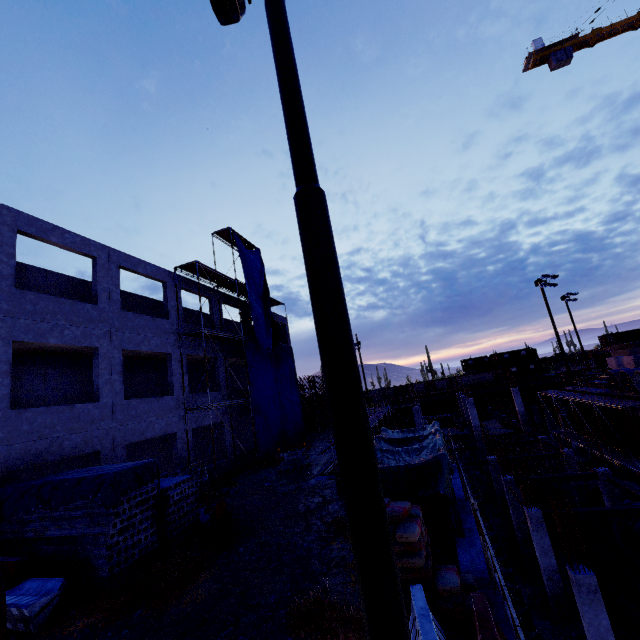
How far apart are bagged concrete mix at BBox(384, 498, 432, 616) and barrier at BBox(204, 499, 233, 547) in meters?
5.4

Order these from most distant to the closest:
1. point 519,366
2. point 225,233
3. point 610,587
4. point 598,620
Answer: point 519,366
point 225,233
point 610,587
point 598,620

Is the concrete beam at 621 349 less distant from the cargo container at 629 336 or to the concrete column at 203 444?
the concrete column at 203 444

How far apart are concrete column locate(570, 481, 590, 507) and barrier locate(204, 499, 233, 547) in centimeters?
2390cm

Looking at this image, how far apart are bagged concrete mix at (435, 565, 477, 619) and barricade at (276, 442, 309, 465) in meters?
10.4 m

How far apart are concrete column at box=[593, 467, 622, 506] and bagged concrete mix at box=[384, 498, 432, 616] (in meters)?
18.35

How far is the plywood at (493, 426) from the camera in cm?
3256

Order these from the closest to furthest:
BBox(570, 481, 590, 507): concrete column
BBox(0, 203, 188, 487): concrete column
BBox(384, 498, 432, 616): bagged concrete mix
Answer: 1. BBox(384, 498, 432, 616): bagged concrete mix
2. BBox(0, 203, 188, 487): concrete column
3. BBox(570, 481, 590, 507): concrete column
